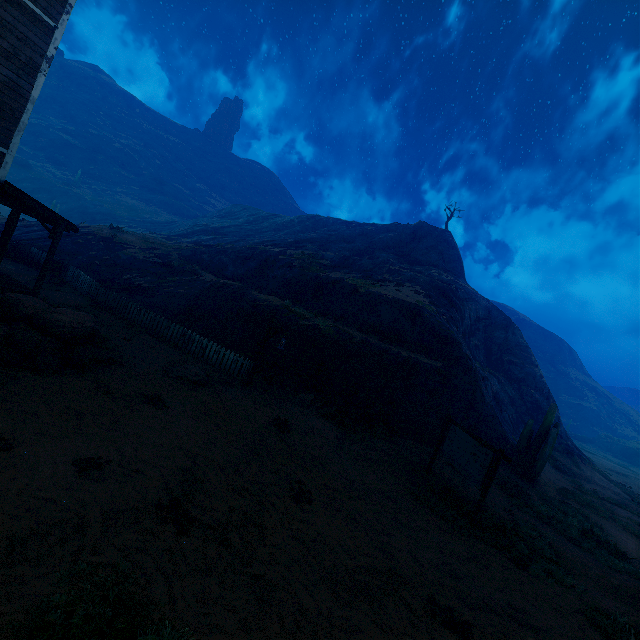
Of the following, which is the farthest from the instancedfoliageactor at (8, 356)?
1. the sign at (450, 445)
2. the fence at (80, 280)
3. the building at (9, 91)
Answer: the sign at (450, 445)

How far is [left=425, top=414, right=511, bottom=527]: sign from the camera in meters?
8.8 m

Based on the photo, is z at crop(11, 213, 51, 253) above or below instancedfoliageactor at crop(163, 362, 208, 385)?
above

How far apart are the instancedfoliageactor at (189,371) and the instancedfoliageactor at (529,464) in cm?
1556

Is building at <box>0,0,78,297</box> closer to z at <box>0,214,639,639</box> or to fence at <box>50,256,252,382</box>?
z at <box>0,214,639,639</box>

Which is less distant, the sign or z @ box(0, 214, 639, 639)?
z @ box(0, 214, 639, 639)

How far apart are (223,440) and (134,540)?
3.7 meters

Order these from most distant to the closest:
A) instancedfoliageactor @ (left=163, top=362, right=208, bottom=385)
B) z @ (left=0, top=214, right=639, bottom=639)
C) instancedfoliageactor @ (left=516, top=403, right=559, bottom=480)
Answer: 1. instancedfoliageactor @ (left=516, top=403, right=559, bottom=480)
2. instancedfoliageactor @ (left=163, top=362, right=208, bottom=385)
3. z @ (left=0, top=214, right=639, bottom=639)
